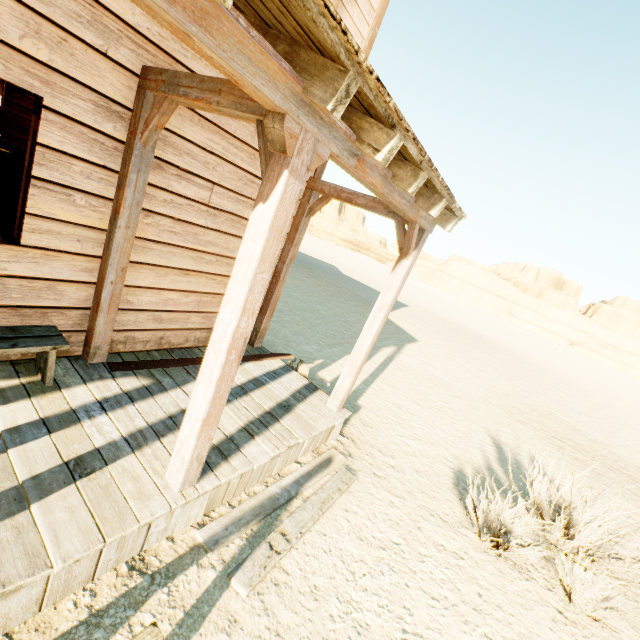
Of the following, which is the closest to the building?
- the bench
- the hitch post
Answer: the bench

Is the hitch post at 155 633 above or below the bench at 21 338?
above

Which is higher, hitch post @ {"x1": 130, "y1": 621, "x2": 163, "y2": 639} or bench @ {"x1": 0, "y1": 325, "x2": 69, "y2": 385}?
hitch post @ {"x1": 130, "y1": 621, "x2": 163, "y2": 639}

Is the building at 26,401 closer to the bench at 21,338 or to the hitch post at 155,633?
the bench at 21,338

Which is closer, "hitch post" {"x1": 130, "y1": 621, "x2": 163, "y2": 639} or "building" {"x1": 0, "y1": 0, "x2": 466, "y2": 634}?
"hitch post" {"x1": 130, "y1": 621, "x2": 163, "y2": 639}

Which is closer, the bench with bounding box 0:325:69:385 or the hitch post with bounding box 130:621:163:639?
the hitch post with bounding box 130:621:163:639

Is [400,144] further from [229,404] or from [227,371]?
[229,404]

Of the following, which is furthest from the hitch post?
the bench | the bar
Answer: the bar
